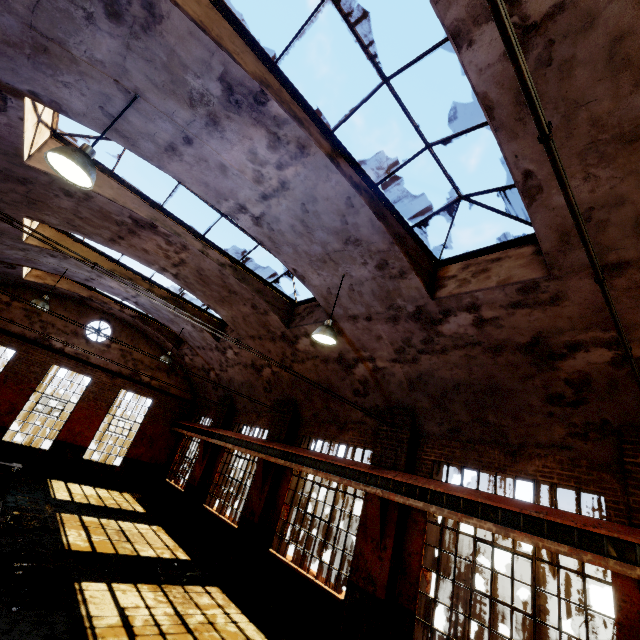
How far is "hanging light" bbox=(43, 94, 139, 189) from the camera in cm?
385

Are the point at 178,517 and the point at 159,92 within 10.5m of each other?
no

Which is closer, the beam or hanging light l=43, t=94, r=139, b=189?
hanging light l=43, t=94, r=139, b=189

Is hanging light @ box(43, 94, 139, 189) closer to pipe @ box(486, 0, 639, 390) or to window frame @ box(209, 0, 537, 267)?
window frame @ box(209, 0, 537, 267)

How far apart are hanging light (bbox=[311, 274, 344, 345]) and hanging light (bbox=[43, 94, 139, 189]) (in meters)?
4.17

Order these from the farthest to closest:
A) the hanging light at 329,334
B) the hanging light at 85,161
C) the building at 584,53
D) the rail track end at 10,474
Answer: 1. the rail track end at 10,474
2. the hanging light at 329,334
3. the hanging light at 85,161
4. the building at 584,53

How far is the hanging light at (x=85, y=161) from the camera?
3.8 meters

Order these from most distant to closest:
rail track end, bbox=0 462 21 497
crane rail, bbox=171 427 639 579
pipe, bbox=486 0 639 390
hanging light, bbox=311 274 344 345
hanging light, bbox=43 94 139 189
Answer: rail track end, bbox=0 462 21 497
hanging light, bbox=311 274 344 345
crane rail, bbox=171 427 639 579
hanging light, bbox=43 94 139 189
pipe, bbox=486 0 639 390
